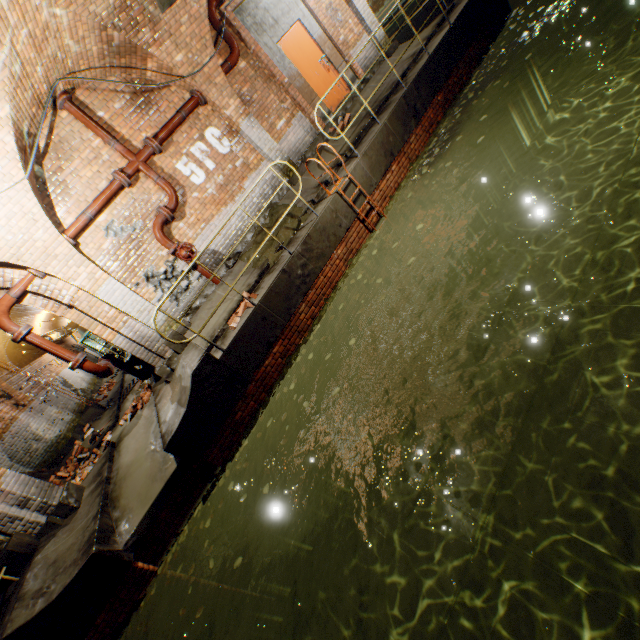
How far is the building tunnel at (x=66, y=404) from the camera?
11.95m

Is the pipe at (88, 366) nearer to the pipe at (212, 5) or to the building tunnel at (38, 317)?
the building tunnel at (38, 317)

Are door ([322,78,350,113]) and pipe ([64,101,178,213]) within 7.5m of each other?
yes

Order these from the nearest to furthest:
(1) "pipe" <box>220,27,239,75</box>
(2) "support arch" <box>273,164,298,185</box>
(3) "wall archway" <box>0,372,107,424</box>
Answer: (1) "pipe" <box>220,27,239,75</box>, (2) "support arch" <box>273,164,298,185</box>, (3) "wall archway" <box>0,372,107,424</box>

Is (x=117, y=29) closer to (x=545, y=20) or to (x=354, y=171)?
(x=354, y=171)

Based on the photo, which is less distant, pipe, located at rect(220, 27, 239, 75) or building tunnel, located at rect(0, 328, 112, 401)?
pipe, located at rect(220, 27, 239, 75)

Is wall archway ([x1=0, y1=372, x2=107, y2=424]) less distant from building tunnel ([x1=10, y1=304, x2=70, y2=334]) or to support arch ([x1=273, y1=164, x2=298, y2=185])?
building tunnel ([x1=10, y1=304, x2=70, y2=334])

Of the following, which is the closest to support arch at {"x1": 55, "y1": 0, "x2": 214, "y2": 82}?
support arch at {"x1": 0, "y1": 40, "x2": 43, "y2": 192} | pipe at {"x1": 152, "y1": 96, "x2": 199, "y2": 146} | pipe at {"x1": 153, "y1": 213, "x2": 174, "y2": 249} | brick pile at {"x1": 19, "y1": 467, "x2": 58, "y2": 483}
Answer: pipe at {"x1": 152, "y1": 96, "x2": 199, "y2": 146}
